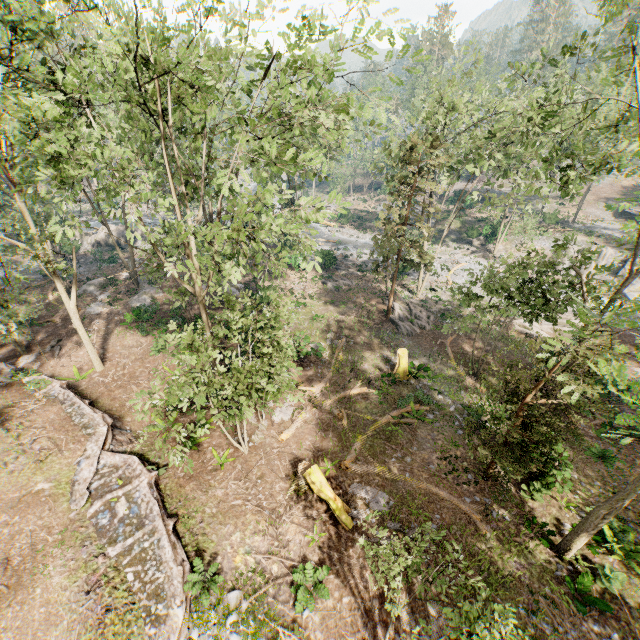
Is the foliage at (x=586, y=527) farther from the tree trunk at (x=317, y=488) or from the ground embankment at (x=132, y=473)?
the tree trunk at (x=317, y=488)

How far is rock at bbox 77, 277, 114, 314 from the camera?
28.14m

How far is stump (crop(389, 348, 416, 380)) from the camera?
21.55m

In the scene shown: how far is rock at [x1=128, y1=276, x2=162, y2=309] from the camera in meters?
28.6

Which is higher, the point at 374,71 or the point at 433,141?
the point at 374,71

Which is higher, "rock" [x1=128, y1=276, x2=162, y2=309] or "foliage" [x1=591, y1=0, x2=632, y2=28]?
"foliage" [x1=591, y1=0, x2=632, y2=28]

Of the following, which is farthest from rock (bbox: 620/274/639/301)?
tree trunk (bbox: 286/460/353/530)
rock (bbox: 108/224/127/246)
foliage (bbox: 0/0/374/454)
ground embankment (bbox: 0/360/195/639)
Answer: rock (bbox: 108/224/127/246)

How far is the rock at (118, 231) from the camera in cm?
4178
